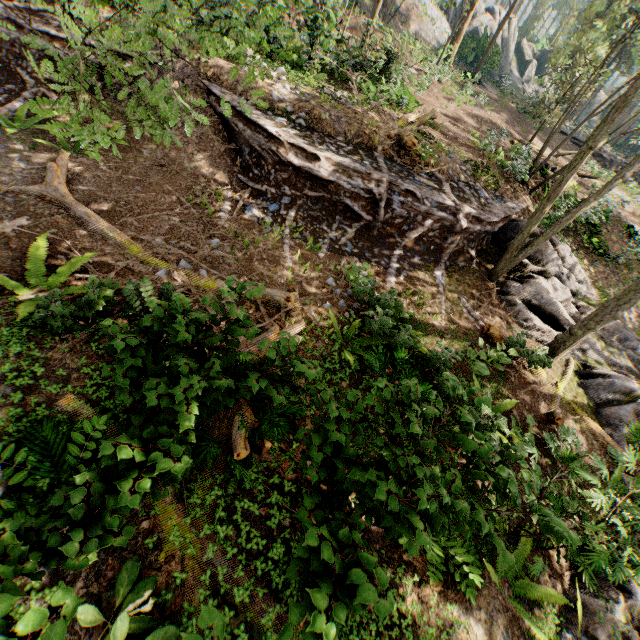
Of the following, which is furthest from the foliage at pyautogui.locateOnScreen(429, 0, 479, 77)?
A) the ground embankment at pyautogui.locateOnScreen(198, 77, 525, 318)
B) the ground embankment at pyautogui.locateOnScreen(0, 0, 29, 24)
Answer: the ground embankment at pyautogui.locateOnScreen(0, 0, 29, 24)

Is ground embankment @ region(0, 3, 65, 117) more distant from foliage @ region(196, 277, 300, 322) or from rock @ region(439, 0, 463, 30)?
rock @ region(439, 0, 463, 30)

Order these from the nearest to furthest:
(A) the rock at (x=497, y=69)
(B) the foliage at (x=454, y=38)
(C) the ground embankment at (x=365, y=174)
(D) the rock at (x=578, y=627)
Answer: (D) the rock at (x=578, y=627) → (C) the ground embankment at (x=365, y=174) → (B) the foliage at (x=454, y=38) → (A) the rock at (x=497, y=69)

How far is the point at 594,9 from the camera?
11.6 meters

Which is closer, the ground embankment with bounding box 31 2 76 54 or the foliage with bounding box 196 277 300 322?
the foliage with bounding box 196 277 300 322

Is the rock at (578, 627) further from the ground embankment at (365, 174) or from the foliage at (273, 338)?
the ground embankment at (365, 174)

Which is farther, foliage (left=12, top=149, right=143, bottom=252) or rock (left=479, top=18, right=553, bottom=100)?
rock (left=479, top=18, right=553, bottom=100)

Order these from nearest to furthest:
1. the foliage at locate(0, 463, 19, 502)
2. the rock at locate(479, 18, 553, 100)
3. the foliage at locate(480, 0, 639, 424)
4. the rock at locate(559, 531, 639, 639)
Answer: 1. the foliage at locate(0, 463, 19, 502)
2. the rock at locate(559, 531, 639, 639)
3. the foliage at locate(480, 0, 639, 424)
4. the rock at locate(479, 18, 553, 100)
